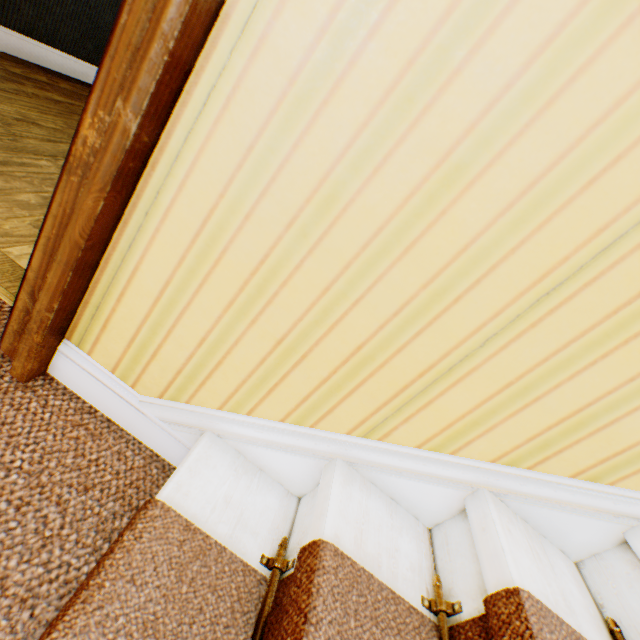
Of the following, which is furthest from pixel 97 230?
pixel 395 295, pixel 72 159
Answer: pixel 395 295
